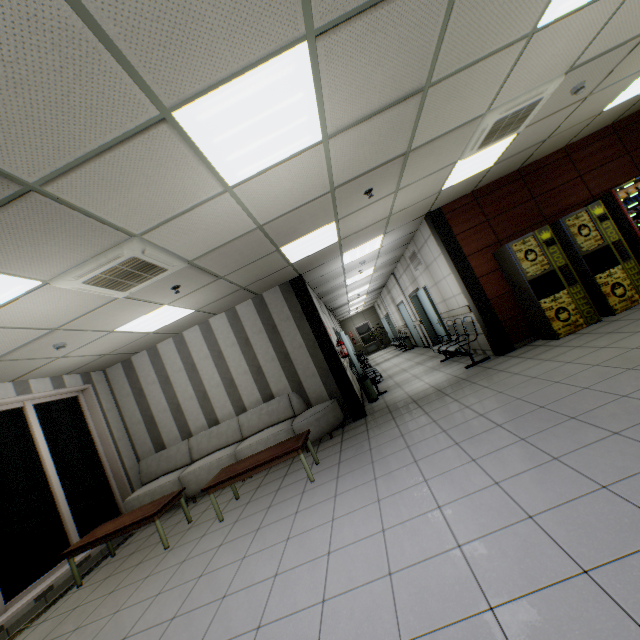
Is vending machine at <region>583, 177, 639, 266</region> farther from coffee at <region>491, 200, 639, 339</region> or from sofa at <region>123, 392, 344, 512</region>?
sofa at <region>123, 392, 344, 512</region>

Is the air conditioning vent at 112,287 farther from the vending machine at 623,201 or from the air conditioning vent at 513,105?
the vending machine at 623,201

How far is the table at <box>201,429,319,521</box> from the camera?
4.4 meters

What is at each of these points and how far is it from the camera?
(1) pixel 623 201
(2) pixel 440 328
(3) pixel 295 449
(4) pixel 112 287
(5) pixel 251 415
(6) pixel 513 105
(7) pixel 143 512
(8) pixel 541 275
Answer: (1) vending machine, 6.2 meters
(2) door, 9.0 meters
(3) table, 4.4 meters
(4) air conditioning vent, 3.7 meters
(5) sofa, 6.7 meters
(6) air conditioning vent, 3.8 meters
(7) table, 4.7 meters
(8) coffee, 5.7 meters

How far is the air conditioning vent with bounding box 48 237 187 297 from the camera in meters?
3.1 m

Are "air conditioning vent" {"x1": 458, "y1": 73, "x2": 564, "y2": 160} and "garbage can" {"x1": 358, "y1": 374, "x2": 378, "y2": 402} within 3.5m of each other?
no

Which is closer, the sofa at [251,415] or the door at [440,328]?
the sofa at [251,415]

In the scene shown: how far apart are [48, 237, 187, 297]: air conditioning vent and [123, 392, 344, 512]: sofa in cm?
344
